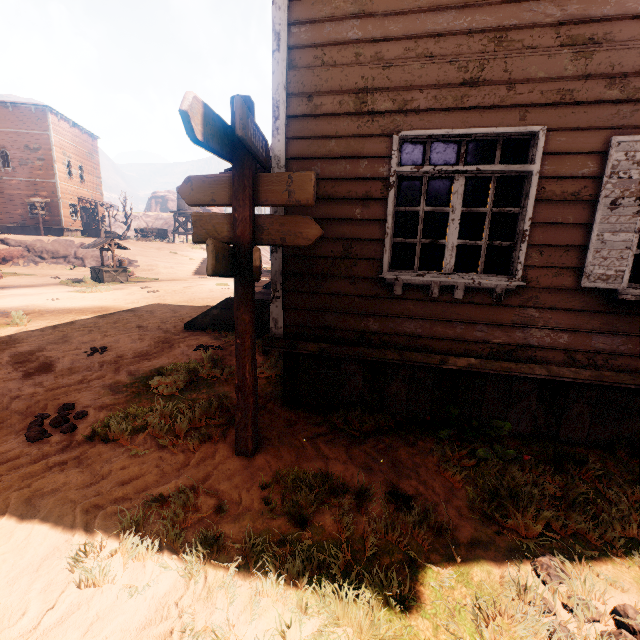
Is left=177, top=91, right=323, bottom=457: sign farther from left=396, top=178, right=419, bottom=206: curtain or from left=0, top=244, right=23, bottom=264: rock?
left=0, top=244, right=23, bottom=264: rock

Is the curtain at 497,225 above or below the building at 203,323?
above

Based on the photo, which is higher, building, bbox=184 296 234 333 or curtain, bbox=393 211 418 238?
curtain, bbox=393 211 418 238

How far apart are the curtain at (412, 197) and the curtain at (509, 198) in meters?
0.8 m

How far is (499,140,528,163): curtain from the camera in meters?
3.3

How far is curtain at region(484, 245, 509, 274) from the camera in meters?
3.5

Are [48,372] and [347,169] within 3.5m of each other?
no

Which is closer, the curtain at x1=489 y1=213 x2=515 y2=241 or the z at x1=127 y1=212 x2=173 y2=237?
the curtain at x1=489 y1=213 x2=515 y2=241
